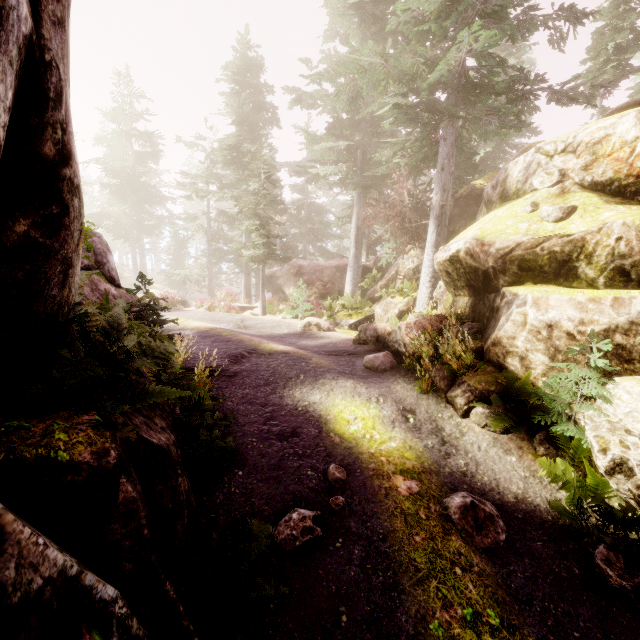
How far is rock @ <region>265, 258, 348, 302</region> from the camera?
23.6 meters

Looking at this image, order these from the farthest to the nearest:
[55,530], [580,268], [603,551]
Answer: [580,268]
[603,551]
[55,530]

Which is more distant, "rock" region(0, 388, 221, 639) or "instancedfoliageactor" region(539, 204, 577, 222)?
"instancedfoliageactor" region(539, 204, 577, 222)

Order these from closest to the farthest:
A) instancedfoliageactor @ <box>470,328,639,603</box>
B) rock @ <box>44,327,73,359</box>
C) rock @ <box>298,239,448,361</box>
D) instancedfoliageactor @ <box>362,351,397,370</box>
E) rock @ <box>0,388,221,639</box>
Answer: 1. rock @ <box>0,388,221,639</box>
2. rock @ <box>44,327,73,359</box>
3. instancedfoliageactor @ <box>470,328,639,603</box>
4. instancedfoliageactor @ <box>362,351,397,370</box>
5. rock @ <box>298,239,448,361</box>

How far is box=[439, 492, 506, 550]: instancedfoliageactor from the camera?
4.46m

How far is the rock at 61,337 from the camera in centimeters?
261cm

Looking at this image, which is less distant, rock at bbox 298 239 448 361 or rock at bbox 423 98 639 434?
rock at bbox 423 98 639 434
